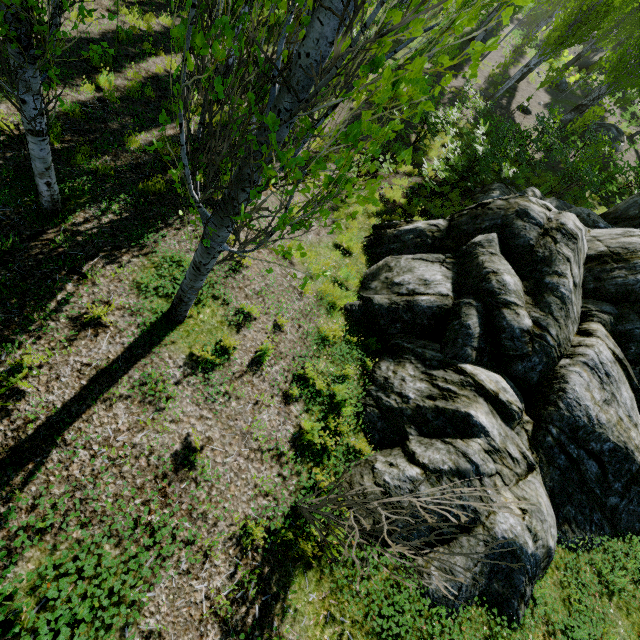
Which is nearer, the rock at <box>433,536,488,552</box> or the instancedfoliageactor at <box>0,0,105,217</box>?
the instancedfoliageactor at <box>0,0,105,217</box>

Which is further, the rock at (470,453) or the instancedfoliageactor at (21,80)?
the rock at (470,453)

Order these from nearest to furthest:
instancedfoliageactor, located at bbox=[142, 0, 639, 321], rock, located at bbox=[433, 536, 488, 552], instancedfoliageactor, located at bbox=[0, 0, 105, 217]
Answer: instancedfoliageactor, located at bbox=[142, 0, 639, 321] → instancedfoliageactor, located at bbox=[0, 0, 105, 217] → rock, located at bbox=[433, 536, 488, 552]

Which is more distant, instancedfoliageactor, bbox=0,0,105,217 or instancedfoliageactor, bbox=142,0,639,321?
instancedfoliageactor, bbox=0,0,105,217

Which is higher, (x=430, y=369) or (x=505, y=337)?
(x=505, y=337)

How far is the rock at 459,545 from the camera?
3.6 meters
